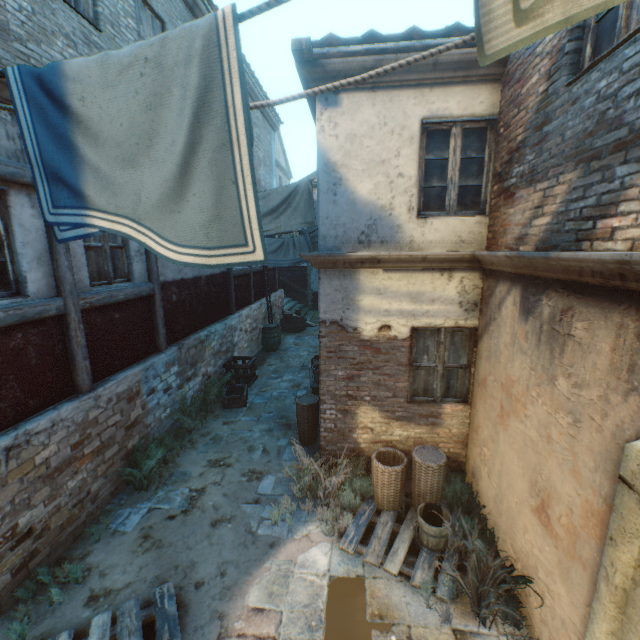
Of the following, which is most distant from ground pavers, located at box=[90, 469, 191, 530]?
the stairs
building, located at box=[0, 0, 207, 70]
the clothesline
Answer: the clothesline

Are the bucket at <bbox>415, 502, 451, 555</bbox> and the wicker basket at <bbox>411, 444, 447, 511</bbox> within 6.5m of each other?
yes

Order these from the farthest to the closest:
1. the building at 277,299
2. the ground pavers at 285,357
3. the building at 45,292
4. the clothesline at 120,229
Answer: the building at 277,299, the ground pavers at 285,357, the building at 45,292, the clothesline at 120,229

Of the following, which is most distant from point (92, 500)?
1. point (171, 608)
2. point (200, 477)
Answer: point (171, 608)

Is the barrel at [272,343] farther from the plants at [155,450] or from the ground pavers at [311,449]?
the plants at [155,450]

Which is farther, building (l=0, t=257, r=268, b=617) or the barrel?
the barrel

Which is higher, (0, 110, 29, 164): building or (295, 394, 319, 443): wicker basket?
(0, 110, 29, 164): building

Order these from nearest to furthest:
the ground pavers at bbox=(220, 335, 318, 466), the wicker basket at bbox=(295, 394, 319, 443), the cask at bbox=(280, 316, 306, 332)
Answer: the wicker basket at bbox=(295, 394, 319, 443), the ground pavers at bbox=(220, 335, 318, 466), the cask at bbox=(280, 316, 306, 332)
